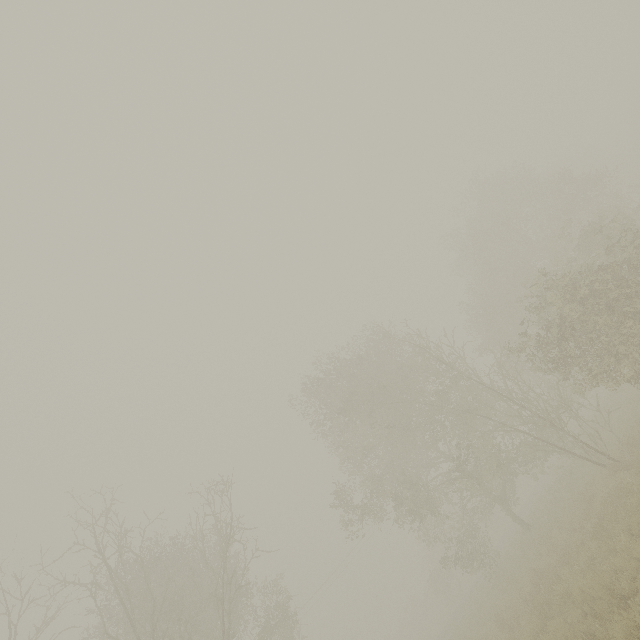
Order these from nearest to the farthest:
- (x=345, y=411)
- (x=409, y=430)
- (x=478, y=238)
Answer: (x=345, y=411) → (x=409, y=430) → (x=478, y=238)
